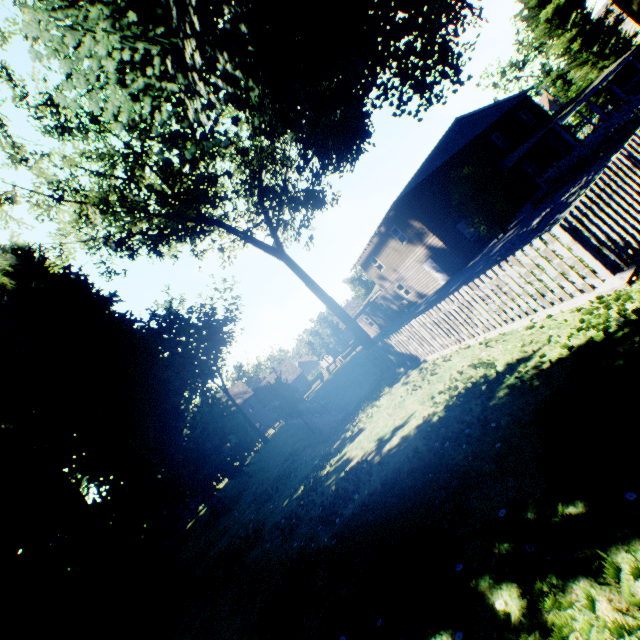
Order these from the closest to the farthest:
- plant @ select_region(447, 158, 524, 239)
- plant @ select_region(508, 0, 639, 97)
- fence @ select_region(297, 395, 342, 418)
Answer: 1. fence @ select_region(297, 395, 342, 418)
2. plant @ select_region(447, 158, 524, 239)
3. plant @ select_region(508, 0, 639, 97)

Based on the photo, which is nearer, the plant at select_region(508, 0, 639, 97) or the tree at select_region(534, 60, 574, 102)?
the plant at select_region(508, 0, 639, 97)

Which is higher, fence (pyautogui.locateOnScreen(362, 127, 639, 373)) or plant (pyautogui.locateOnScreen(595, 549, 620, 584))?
fence (pyautogui.locateOnScreen(362, 127, 639, 373))

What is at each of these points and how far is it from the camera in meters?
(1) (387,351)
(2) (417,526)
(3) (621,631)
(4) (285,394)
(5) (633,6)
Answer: (1) fence, 12.2
(2) plant, 3.9
(3) plant, 1.9
(4) plant, 22.8
(5) plant, 7.9

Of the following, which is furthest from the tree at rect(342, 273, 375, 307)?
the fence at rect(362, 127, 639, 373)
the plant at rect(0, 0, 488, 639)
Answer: the plant at rect(0, 0, 488, 639)

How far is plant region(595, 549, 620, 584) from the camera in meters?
2.1 m

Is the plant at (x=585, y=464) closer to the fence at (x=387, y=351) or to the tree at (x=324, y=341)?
the fence at (x=387, y=351)
